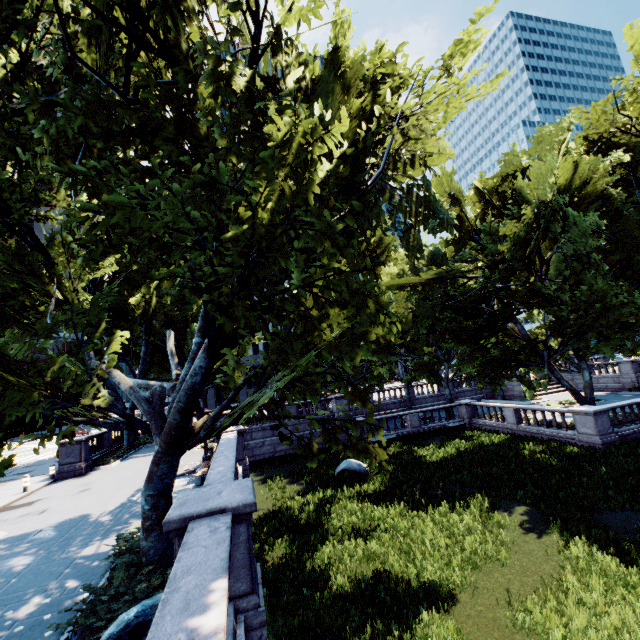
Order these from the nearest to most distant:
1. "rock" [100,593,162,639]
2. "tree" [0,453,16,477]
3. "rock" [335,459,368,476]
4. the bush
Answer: "rock" [100,593,162,639] → the bush → "tree" [0,453,16,477] → "rock" [335,459,368,476]

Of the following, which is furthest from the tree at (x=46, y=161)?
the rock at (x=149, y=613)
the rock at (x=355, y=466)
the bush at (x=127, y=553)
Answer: the rock at (x=355, y=466)

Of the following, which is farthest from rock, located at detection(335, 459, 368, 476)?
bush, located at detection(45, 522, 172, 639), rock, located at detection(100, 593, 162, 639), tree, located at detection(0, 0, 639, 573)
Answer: rock, located at detection(100, 593, 162, 639)

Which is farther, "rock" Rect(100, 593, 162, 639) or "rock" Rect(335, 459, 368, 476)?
"rock" Rect(335, 459, 368, 476)

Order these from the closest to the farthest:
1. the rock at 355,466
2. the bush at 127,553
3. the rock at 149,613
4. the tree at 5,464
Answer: the rock at 149,613
the bush at 127,553
the tree at 5,464
the rock at 355,466

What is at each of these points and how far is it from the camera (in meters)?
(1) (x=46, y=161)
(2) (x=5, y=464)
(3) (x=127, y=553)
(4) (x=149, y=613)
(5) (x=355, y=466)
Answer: (1) tree, 9.05
(2) tree, 7.34
(3) bush, 7.75
(4) rock, 5.15
(5) rock, 19.19

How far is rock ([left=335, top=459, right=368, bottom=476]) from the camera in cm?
1898

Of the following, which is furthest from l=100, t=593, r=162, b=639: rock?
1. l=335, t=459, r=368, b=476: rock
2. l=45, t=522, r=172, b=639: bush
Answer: l=335, t=459, r=368, b=476: rock
